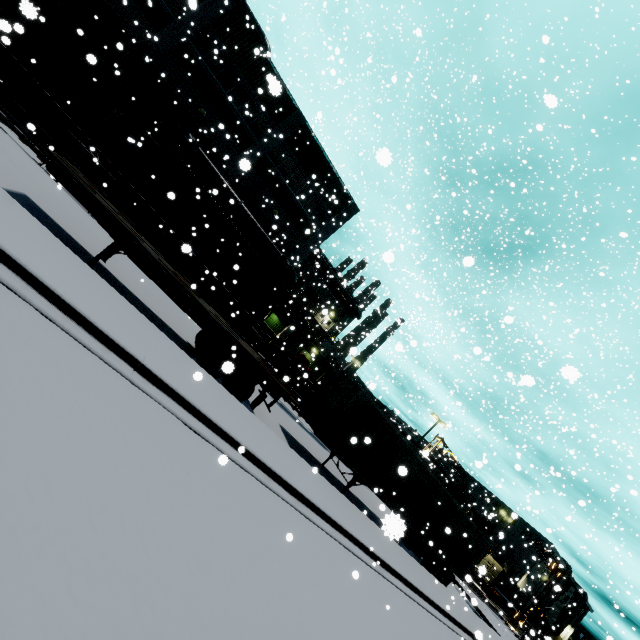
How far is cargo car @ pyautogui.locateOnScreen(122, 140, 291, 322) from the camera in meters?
17.4 m

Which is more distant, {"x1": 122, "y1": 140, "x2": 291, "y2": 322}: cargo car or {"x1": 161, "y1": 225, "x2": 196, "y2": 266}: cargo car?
{"x1": 161, "y1": 225, "x2": 196, "y2": 266}: cargo car

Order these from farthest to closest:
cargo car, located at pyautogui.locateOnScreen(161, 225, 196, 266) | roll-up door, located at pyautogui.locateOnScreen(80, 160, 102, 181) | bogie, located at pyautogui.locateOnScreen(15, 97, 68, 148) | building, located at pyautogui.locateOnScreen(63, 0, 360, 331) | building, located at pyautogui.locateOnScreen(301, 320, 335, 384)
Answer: building, located at pyautogui.locateOnScreen(301, 320, 335, 384) → roll-up door, located at pyautogui.locateOnScreen(80, 160, 102, 181) → building, located at pyautogui.locateOnScreen(63, 0, 360, 331) → cargo car, located at pyautogui.locateOnScreen(161, 225, 196, 266) → bogie, located at pyautogui.locateOnScreen(15, 97, 68, 148)

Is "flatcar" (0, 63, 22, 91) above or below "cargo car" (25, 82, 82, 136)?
below

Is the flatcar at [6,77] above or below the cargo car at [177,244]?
below

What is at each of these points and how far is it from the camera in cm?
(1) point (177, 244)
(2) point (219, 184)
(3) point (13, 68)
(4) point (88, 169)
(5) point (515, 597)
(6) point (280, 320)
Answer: (1) cargo car, 1872
(2) pipe, 2203
(3) cargo car, 1451
(4) roll-up door, 2058
(5) cargo container, 3131
(6) building, 3631

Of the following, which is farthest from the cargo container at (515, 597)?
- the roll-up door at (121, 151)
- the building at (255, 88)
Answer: Answer: the roll-up door at (121, 151)
